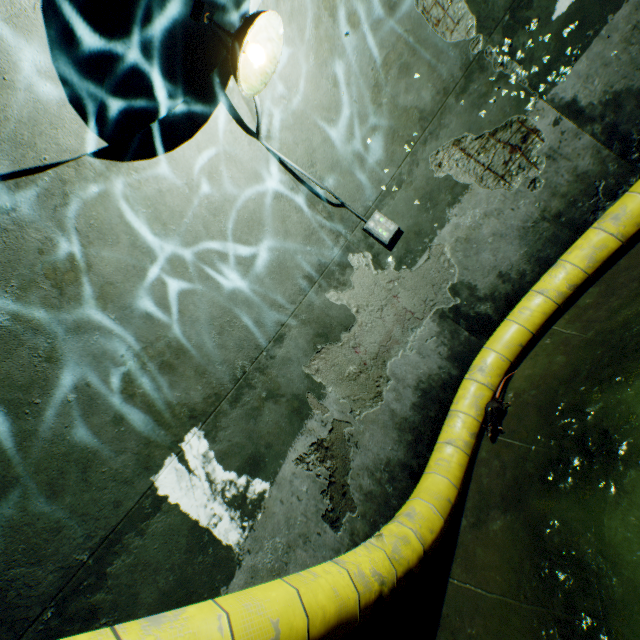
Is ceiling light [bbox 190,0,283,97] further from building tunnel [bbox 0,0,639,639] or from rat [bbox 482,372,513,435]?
rat [bbox 482,372,513,435]

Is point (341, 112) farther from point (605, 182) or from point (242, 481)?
point (242, 481)

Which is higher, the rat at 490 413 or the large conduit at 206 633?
the large conduit at 206 633

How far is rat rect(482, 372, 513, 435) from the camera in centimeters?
382cm

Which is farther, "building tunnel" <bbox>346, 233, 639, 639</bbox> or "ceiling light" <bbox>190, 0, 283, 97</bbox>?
"building tunnel" <bbox>346, 233, 639, 639</bbox>

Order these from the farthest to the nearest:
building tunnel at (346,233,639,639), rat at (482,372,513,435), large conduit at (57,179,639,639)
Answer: rat at (482,372,513,435), building tunnel at (346,233,639,639), large conduit at (57,179,639,639)

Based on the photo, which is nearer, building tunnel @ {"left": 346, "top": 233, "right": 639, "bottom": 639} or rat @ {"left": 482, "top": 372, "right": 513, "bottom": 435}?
building tunnel @ {"left": 346, "top": 233, "right": 639, "bottom": 639}

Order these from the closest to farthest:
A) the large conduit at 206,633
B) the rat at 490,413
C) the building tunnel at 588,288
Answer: the large conduit at 206,633 → the building tunnel at 588,288 → the rat at 490,413
